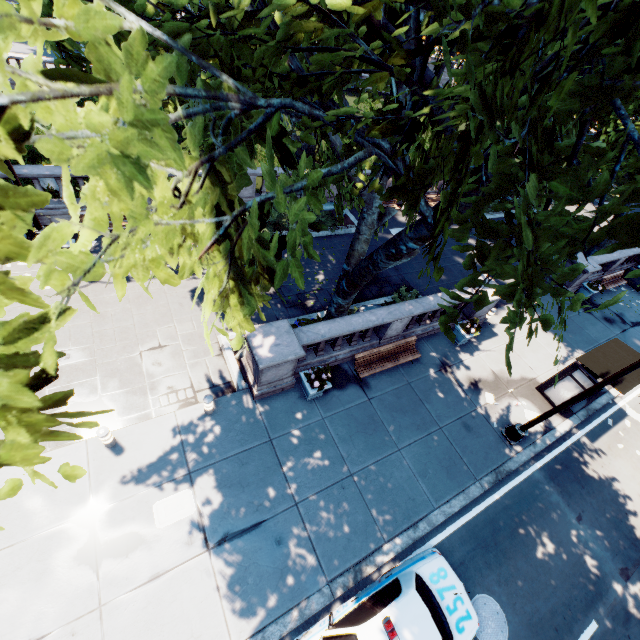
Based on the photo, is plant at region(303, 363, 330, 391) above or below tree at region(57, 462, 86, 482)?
below

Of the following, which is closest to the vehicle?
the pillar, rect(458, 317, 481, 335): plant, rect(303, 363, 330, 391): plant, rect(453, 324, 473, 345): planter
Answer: rect(303, 363, 330, 391): plant

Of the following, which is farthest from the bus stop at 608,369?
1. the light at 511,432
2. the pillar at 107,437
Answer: the pillar at 107,437

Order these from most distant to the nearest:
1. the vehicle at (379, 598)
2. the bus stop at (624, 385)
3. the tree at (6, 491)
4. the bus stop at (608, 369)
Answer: the bus stop at (608, 369) < the bus stop at (624, 385) < the vehicle at (379, 598) < the tree at (6, 491)

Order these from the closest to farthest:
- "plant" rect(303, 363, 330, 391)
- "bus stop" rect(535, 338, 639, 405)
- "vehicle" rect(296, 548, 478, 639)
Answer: "vehicle" rect(296, 548, 478, 639), "plant" rect(303, 363, 330, 391), "bus stop" rect(535, 338, 639, 405)

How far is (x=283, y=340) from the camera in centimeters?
959cm

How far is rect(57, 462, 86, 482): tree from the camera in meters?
1.8

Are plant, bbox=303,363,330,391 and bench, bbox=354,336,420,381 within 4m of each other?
yes
